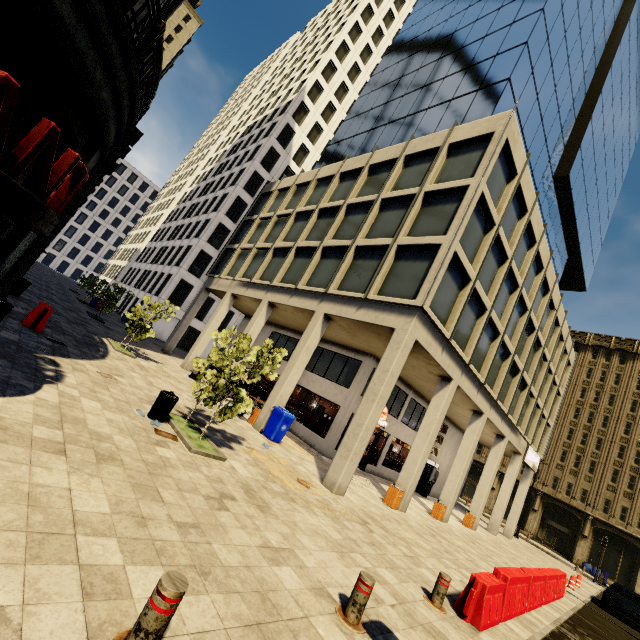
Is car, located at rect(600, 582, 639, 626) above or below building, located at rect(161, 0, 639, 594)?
below

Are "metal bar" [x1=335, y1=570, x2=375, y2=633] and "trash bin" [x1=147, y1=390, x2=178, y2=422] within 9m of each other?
yes

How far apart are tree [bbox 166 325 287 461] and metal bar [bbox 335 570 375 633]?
5.4m

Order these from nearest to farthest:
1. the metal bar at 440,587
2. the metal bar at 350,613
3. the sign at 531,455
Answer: the metal bar at 350,613 < the metal bar at 440,587 < the sign at 531,455

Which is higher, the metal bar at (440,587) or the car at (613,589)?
the car at (613,589)

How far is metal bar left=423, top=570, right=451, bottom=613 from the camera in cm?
608

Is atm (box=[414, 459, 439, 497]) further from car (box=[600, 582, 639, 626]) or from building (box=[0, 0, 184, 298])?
car (box=[600, 582, 639, 626])

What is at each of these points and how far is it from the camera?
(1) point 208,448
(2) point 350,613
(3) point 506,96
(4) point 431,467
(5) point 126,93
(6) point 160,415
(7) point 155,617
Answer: (1) tree, 7.87m
(2) metal bar, 4.23m
(3) building, 17.70m
(4) atm, 23.22m
(5) building, 7.92m
(6) trash bin, 7.99m
(7) metal bar, 2.38m
